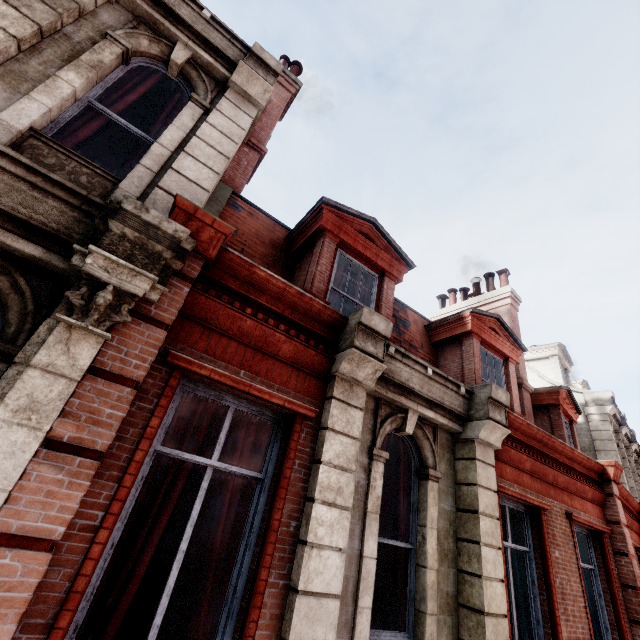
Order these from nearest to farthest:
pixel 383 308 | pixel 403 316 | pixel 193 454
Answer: pixel 193 454, pixel 383 308, pixel 403 316

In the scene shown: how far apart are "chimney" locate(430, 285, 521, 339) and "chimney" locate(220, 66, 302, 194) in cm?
895

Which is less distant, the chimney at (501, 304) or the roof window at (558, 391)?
the roof window at (558, 391)

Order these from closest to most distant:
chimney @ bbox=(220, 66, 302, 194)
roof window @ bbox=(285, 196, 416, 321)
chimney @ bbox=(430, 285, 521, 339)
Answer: roof window @ bbox=(285, 196, 416, 321) < chimney @ bbox=(220, 66, 302, 194) < chimney @ bbox=(430, 285, 521, 339)

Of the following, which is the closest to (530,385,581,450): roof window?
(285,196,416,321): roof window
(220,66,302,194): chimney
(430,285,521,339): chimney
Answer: (430,285,521,339): chimney

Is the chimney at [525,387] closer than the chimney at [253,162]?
No

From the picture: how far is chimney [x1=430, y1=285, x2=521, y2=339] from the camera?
11.1 meters
